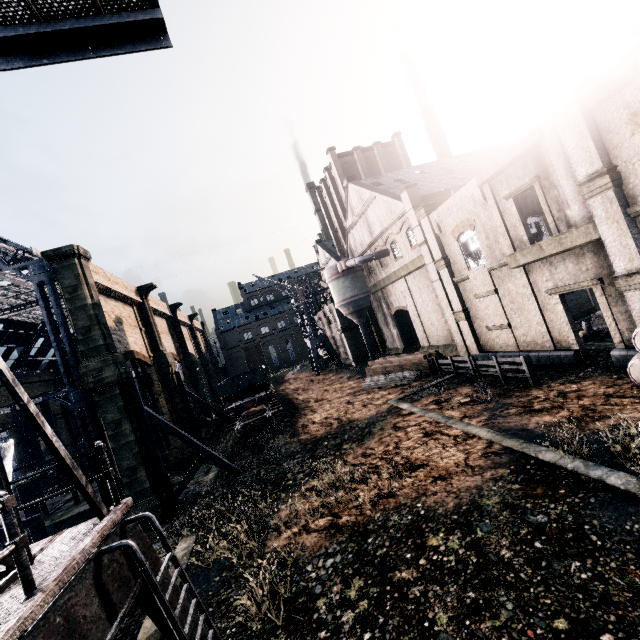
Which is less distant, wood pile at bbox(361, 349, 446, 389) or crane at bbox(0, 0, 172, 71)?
crane at bbox(0, 0, 172, 71)

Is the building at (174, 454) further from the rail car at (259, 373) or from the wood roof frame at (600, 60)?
the rail car at (259, 373)

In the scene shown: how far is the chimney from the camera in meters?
47.4

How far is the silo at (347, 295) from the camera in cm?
3528

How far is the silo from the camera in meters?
35.3

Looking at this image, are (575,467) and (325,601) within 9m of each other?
yes

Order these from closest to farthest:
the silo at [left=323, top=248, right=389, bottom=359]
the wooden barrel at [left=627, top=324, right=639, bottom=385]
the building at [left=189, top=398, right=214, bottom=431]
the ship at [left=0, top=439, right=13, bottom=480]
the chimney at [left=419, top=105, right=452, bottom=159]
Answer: the wooden barrel at [left=627, top=324, right=639, bottom=385] < the ship at [left=0, top=439, right=13, bottom=480] < the silo at [left=323, top=248, right=389, bottom=359] < the building at [left=189, top=398, right=214, bottom=431] < the chimney at [left=419, top=105, right=452, bottom=159]

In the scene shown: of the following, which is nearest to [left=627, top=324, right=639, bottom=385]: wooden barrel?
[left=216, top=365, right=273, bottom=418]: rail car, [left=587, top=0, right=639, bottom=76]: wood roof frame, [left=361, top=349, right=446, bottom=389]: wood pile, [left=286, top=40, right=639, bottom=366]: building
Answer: [left=286, top=40, right=639, bottom=366]: building
